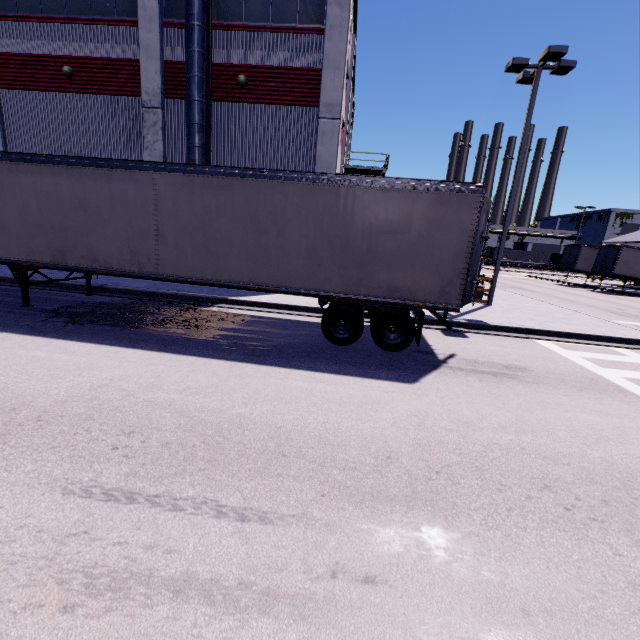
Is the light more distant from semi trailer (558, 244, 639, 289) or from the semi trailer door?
the semi trailer door

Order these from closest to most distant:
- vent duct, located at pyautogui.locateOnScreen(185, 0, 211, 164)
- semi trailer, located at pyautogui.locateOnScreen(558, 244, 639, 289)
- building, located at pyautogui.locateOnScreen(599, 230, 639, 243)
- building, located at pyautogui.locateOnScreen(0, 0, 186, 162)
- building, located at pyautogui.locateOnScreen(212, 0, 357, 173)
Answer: vent duct, located at pyautogui.locateOnScreen(185, 0, 211, 164), building, located at pyautogui.locateOnScreen(212, 0, 357, 173), building, located at pyautogui.locateOnScreen(0, 0, 186, 162), semi trailer, located at pyautogui.locateOnScreen(558, 244, 639, 289), building, located at pyautogui.locateOnScreen(599, 230, 639, 243)

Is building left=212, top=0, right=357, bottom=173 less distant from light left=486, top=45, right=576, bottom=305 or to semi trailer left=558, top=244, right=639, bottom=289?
semi trailer left=558, top=244, right=639, bottom=289

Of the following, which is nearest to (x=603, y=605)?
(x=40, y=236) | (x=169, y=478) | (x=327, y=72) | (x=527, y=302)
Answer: (x=169, y=478)

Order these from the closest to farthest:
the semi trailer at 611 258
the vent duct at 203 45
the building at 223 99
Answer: the vent duct at 203 45
the building at 223 99
the semi trailer at 611 258

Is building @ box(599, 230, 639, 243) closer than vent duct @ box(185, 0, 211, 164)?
No

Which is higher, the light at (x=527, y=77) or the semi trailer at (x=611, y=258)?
the light at (x=527, y=77)

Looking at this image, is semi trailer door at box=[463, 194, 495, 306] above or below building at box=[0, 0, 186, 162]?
below
